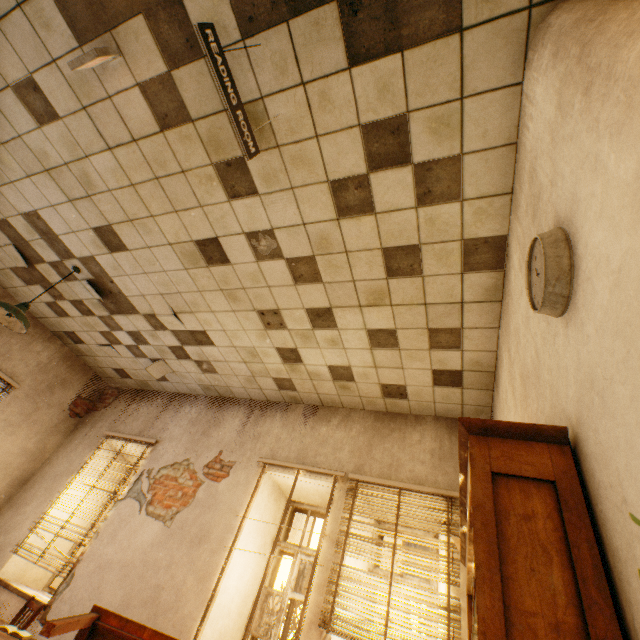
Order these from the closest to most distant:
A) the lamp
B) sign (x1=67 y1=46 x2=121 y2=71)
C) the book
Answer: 1. the book
2. sign (x1=67 y1=46 x2=121 y2=71)
3. the lamp

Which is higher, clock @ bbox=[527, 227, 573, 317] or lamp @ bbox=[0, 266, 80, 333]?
lamp @ bbox=[0, 266, 80, 333]

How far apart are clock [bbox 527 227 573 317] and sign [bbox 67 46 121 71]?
3.0m

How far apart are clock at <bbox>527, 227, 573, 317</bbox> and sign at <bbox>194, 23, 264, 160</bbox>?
1.6m

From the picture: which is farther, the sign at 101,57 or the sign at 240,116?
the sign at 101,57

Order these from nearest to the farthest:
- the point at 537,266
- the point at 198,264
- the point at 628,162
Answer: the point at 628,162 → the point at 537,266 → the point at 198,264

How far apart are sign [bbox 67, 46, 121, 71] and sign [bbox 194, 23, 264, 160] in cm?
108

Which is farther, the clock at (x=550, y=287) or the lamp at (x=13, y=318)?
the lamp at (x=13, y=318)
